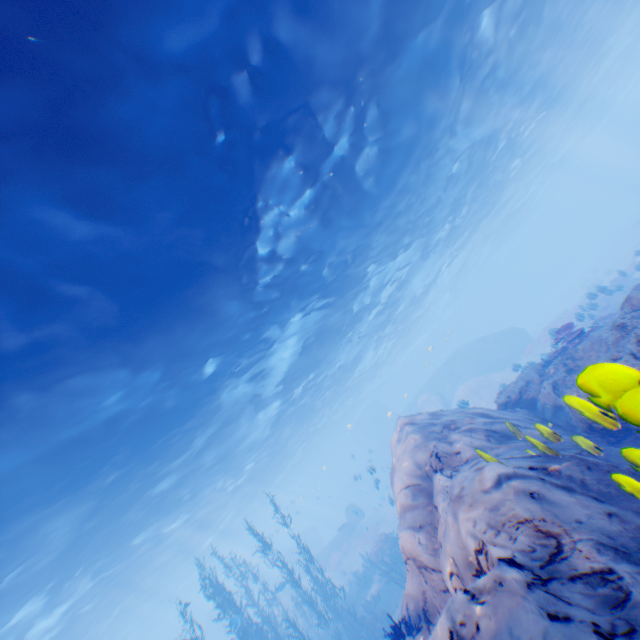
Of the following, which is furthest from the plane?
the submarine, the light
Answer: the light

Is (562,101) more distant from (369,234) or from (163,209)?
(163,209)

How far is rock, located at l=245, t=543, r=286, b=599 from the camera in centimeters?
3719cm

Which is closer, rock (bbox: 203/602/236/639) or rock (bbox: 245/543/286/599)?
rock (bbox: 245/543/286/599)

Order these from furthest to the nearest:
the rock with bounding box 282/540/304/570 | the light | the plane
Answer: the rock with bounding box 282/540/304/570
the plane
the light

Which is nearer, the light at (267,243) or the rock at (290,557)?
the light at (267,243)

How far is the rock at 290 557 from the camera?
39.8 meters
